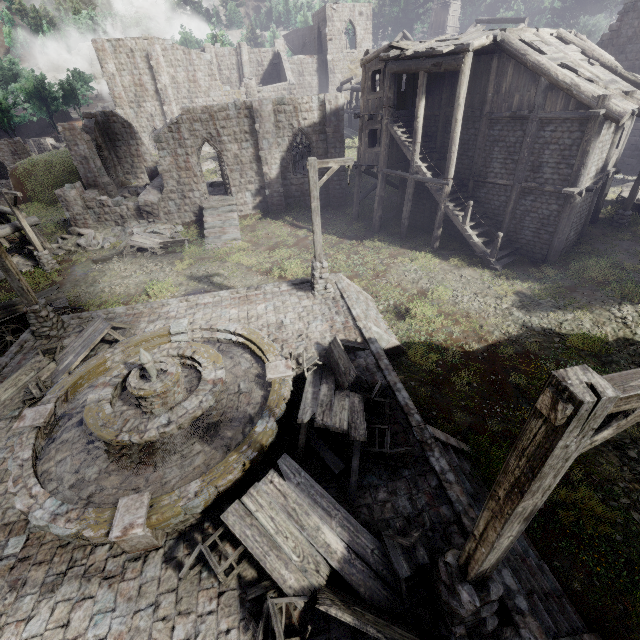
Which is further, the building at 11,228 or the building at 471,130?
the building at 11,228

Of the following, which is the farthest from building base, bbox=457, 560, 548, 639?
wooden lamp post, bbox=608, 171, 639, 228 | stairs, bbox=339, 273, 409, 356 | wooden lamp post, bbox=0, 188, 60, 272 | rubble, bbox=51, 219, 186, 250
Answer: wooden lamp post, bbox=608, 171, 639, 228

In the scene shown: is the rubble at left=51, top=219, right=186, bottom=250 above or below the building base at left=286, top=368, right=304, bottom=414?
Result: below

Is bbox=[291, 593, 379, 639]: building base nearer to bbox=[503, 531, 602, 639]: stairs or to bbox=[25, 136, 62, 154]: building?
bbox=[503, 531, 602, 639]: stairs

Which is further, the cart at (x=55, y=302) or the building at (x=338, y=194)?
the building at (x=338, y=194)

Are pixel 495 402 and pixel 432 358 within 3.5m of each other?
yes

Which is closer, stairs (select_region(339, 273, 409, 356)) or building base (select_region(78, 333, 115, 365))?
building base (select_region(78, 333, 115, 365))

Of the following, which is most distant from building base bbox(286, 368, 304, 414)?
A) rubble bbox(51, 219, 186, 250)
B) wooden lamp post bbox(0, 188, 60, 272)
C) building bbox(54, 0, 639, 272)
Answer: rubble bbox(51, 219, 186, 250)
